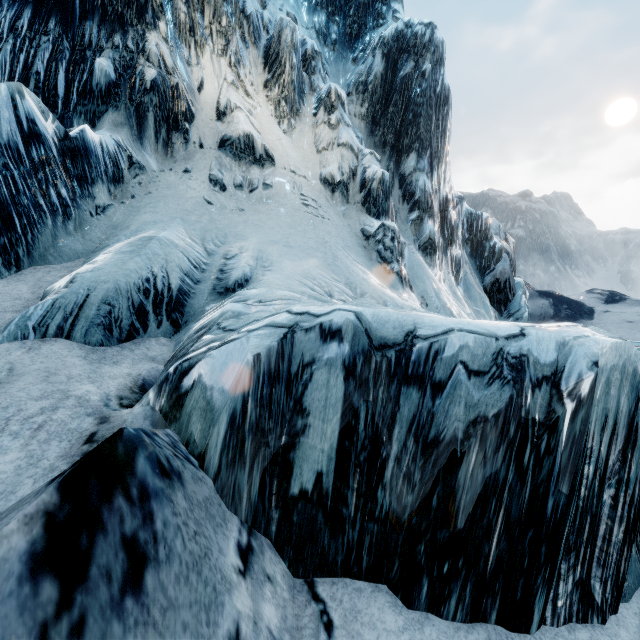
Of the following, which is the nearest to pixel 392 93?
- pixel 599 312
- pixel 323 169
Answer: pixel 323 169
